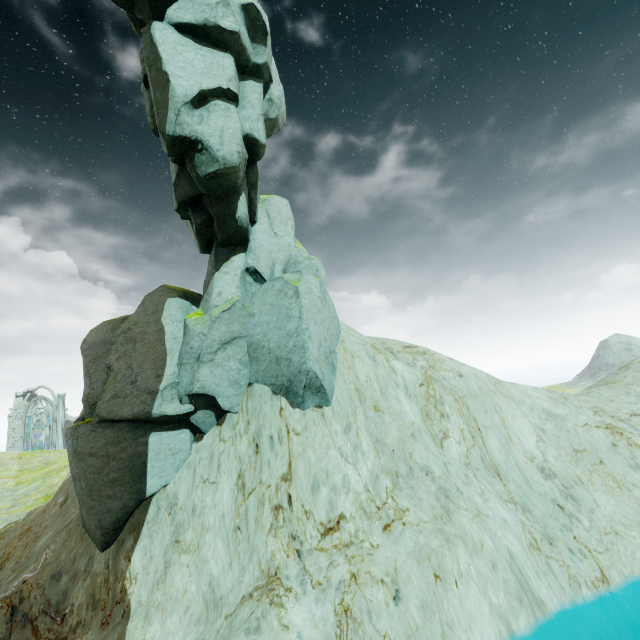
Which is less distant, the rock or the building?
the rock

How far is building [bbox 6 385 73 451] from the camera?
49.5 meters

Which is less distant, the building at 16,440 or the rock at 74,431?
the rock at 74,431

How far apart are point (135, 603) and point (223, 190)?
16.78m

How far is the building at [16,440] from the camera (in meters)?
49.47
